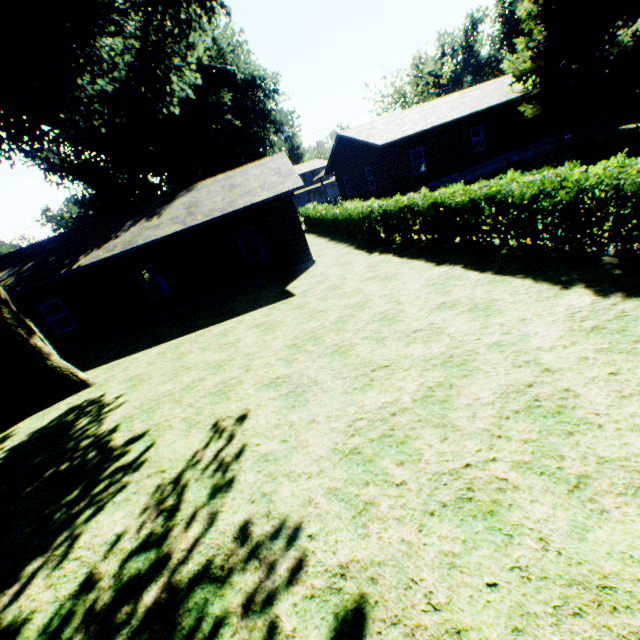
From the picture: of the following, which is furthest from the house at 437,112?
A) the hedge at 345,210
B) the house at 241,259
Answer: the house at 241,259

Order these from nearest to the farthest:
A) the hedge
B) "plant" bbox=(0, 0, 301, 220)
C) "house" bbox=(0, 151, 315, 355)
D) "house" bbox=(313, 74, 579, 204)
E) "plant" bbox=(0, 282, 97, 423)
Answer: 1. the hedge
2. "plant" bbox=(0, 0, 301, 220)
3. "plant" bbox=(0, 282, 97, 423)
4. "house" bbox=(0, 151, 315, 355)
5. "house" bbox=(313, 74, 579, 204)

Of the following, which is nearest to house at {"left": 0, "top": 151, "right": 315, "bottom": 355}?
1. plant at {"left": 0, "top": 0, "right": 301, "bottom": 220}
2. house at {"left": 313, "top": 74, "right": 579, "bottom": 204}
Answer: plant at {"left": 0, "top": 0, "right": 301, "bottom": 220}

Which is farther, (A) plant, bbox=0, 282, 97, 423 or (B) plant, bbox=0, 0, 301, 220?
(A) plant, bbox=0, 282, 97, 423

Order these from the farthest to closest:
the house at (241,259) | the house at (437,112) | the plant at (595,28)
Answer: the house at (437,112)
the plant at (595,28)
the house at (241,259)

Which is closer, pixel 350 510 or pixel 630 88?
pixel 350 510

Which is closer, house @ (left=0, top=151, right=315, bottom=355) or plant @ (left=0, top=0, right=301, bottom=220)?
plant @ (left=0, top=0, right=301, bottom=220)

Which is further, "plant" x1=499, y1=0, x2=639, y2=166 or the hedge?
"plant" x1=499, y1=0, x2=639, y2=166
